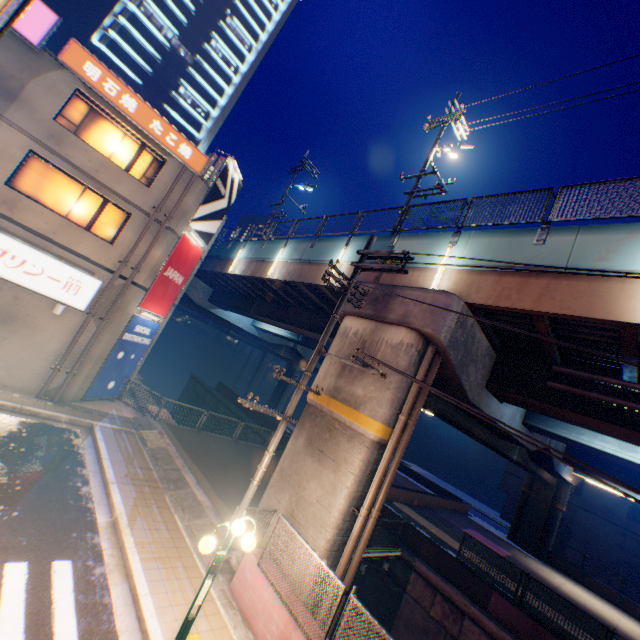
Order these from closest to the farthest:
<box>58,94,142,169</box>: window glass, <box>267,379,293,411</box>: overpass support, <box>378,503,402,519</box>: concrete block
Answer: <box>58,94,142,169</box>: window glass < <box>378,503,402,519</box>: concrete block < <box>267,379,293,411</box>: overpass support

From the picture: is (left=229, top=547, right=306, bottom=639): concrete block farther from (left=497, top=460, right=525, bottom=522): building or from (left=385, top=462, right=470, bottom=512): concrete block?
Answer: (left=497, top=460, right=525, bottom=522): building

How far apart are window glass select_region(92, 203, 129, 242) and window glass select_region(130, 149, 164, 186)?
1.46m

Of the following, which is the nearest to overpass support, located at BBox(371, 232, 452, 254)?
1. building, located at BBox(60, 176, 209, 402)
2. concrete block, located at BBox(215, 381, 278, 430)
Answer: concrete block, located at BBox(215, 381, 278, 430)

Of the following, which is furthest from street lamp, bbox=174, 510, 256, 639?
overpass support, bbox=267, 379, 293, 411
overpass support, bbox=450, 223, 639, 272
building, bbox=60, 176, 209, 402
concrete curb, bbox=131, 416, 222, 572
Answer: overpass support, bbox=267, 379, 293, 411

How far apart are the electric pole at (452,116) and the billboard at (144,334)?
14.5 meters

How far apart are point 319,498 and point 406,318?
5.68m

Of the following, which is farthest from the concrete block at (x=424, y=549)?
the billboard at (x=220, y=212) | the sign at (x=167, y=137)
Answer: the sign at (x=167, y=137)
